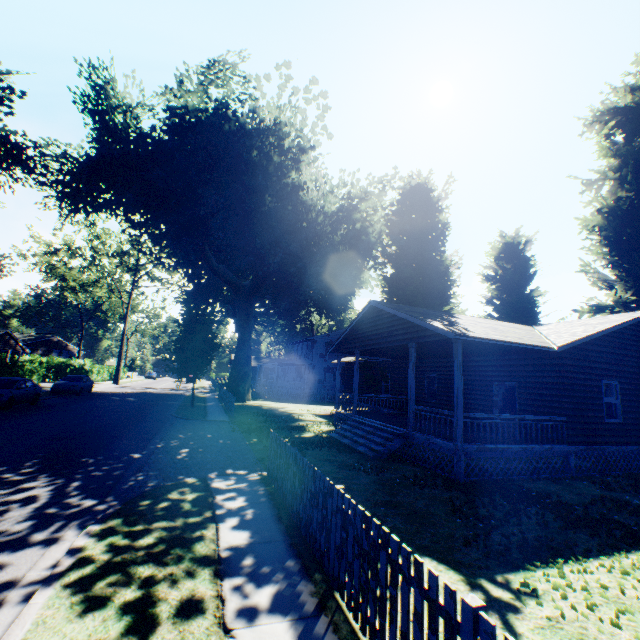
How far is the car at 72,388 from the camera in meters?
26.0 m

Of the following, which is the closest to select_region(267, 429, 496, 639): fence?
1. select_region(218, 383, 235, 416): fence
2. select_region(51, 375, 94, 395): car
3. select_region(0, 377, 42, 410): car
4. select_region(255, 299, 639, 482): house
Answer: select_region(255, 299, 639, 482): house

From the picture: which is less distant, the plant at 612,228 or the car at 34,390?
the car at 34,390

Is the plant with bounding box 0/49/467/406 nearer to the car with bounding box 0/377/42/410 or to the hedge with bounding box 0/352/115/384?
the hedge with bounding box 0/352/115/384

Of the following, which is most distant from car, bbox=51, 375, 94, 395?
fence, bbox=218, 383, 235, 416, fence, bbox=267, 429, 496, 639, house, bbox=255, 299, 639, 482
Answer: fence, bbox=267, 429, 496, 639

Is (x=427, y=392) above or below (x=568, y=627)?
above

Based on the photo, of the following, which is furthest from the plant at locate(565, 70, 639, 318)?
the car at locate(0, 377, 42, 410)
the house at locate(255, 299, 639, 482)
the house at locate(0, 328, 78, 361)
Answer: the house at locate(0, 328, 78, 361)

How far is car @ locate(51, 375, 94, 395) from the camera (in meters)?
25.97
